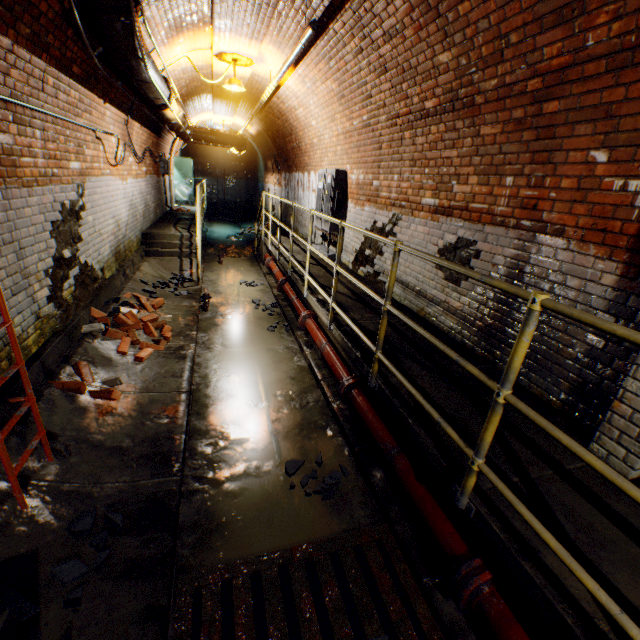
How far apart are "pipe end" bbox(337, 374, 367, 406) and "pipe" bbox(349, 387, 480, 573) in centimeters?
3cm

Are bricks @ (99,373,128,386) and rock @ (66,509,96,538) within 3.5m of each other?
yes

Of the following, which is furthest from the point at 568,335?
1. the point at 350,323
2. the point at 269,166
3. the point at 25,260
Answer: the point at 269,166

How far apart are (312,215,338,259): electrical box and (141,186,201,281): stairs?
2.8 meters

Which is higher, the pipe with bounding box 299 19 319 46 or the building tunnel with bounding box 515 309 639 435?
the pipe with bounding box 299 19 319 46

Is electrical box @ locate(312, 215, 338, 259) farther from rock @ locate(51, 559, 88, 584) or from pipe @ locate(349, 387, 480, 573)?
rock @ locate(51, 559, 88, 584)

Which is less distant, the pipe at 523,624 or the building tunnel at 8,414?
the pipe at 523,624

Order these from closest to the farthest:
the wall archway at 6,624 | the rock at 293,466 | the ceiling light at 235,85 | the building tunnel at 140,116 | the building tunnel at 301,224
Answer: the wall archway at 6,624 < the rock at 293,466 < the ceiling light at 235,85 < the building tunnel at 140,116 < the building tunnel at 301,224
